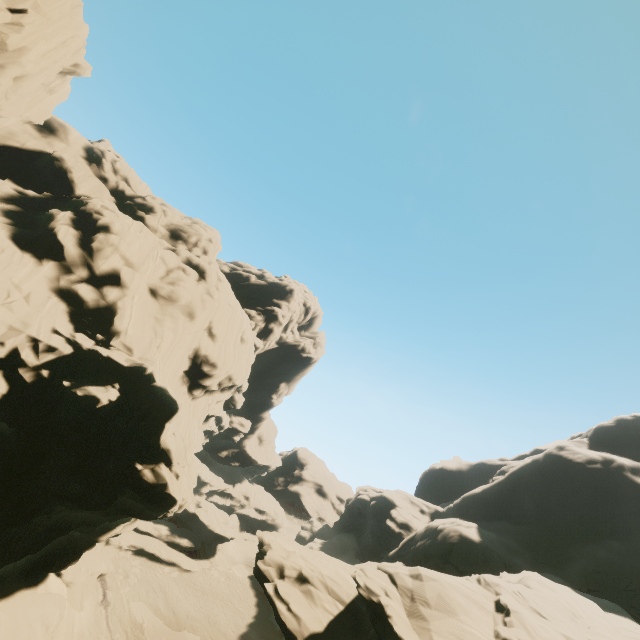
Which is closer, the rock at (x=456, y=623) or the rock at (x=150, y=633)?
the rock at (x=456, y=623)

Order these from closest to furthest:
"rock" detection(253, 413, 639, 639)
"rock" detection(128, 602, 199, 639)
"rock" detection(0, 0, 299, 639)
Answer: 1. "rock" detection(0, 0, 299, 639)
2. "rock" detection(253, 413, 639, 639)
3. "rock" detection(128, 602, 199, 639)

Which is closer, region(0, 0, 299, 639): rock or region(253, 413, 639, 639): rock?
region(0, 0, 299, 639): rock

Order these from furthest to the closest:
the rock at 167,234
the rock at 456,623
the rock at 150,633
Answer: the rock at 150,633
the rock at 456,623
the rock at 167,234

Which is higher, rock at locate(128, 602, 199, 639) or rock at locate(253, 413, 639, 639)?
rock at locate(253, 413, 639, 639)

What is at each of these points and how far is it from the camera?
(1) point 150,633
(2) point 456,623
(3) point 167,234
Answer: (1) rock, 31.5 meters
(2) rock, 16.1 meters
(3) rock, 38.3 meters
